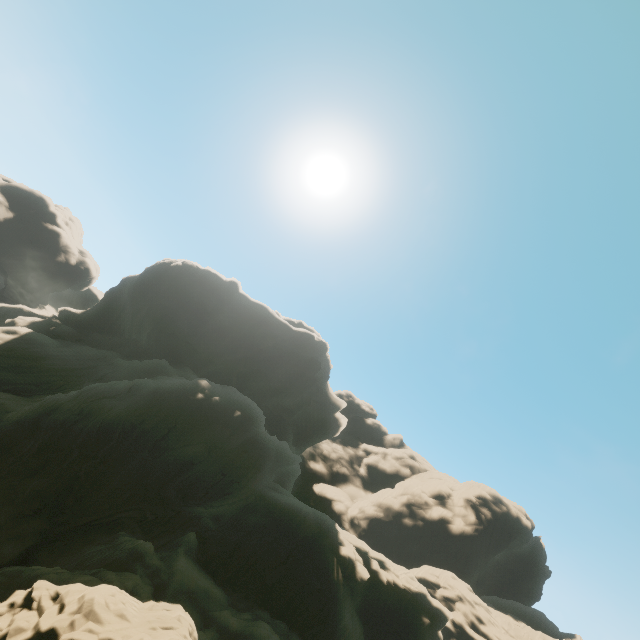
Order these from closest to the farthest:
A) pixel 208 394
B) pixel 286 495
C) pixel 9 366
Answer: pixel 208 394
pixel 9 366
pixel 286 495
